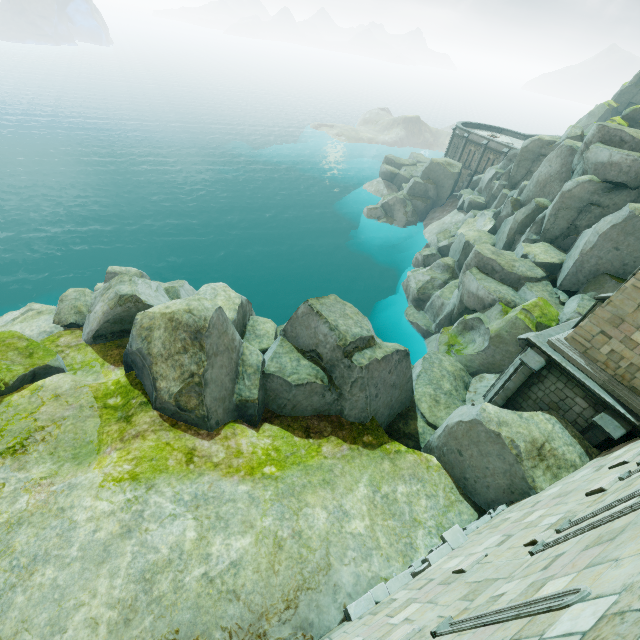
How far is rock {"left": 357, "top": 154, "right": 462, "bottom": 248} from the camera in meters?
46.0 m

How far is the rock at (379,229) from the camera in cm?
4603

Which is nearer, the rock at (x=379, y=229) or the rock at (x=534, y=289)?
the rock at (x=534, y=289)

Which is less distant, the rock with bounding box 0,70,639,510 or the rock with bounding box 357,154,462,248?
the rock with bounding box 0,70,639,510

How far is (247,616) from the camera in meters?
8.8 m
